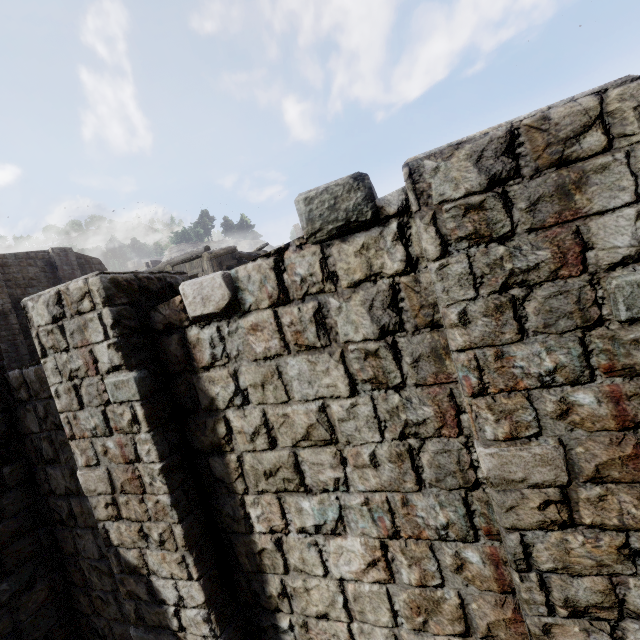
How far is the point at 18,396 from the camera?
4.56m
